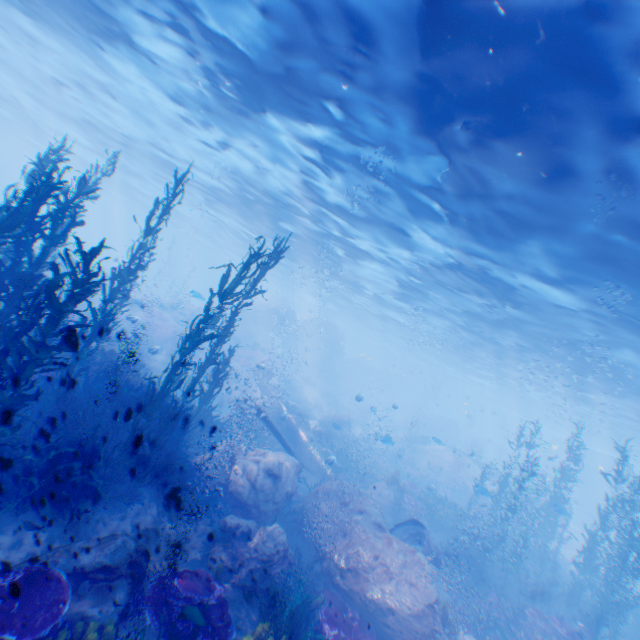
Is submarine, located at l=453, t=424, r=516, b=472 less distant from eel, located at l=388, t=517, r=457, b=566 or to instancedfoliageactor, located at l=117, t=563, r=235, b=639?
instancedfoliageactor, located at l=117, t=563, r=235, b=639

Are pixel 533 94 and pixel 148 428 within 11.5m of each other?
no

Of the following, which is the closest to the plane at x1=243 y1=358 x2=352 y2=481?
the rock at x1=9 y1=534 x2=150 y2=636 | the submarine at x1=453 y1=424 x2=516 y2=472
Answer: the rock at x1=9 y1=534 x2=150 y2=636

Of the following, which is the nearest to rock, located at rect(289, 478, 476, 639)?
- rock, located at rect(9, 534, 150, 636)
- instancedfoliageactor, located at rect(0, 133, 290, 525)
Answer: instancedfoliageactor, located at rect(0, 133, 290, 525)

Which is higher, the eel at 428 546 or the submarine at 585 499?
the submarine at 585 499

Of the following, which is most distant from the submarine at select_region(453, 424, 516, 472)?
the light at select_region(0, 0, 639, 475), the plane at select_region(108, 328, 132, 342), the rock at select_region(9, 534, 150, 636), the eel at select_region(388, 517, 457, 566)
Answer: the rock at select_region(9, 534, 150, 636)

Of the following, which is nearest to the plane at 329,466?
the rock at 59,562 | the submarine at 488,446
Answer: the rock at 59,562
